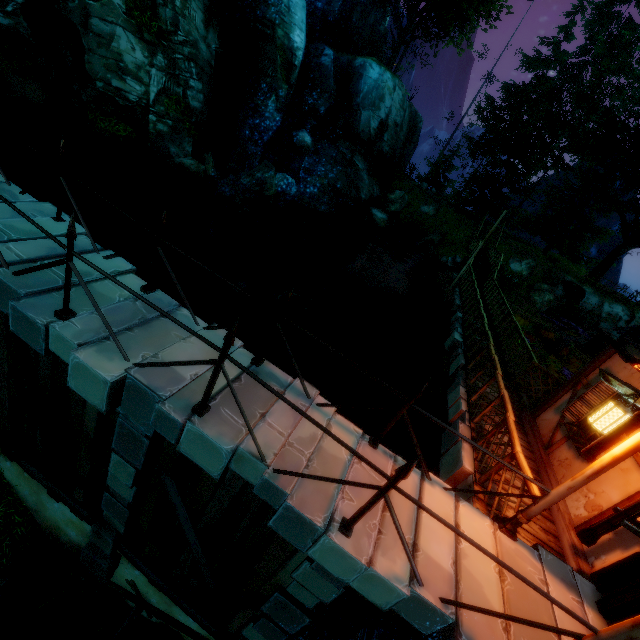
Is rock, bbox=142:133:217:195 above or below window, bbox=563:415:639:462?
below

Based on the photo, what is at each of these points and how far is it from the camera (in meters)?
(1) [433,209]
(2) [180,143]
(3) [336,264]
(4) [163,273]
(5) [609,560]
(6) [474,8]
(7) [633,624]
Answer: (1) rock, 28.42
(2) rock, 14.08
(3) rock, 21.58
(4) rock, 15.77
(5) building, 4.73
(6) tree, 20.89
(7) building, 2.73

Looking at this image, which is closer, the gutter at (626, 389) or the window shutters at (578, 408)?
the gutter at (626, 389)

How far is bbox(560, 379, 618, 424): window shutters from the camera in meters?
6.3 m

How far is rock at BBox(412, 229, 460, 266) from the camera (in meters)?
21.92

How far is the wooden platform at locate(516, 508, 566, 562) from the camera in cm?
507

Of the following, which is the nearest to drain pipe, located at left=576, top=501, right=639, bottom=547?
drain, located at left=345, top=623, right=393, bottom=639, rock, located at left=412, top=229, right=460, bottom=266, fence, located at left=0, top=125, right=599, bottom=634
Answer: fence, located at left=0, top=125, right=599, bottom=634

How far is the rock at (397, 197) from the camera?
28.4 meters
